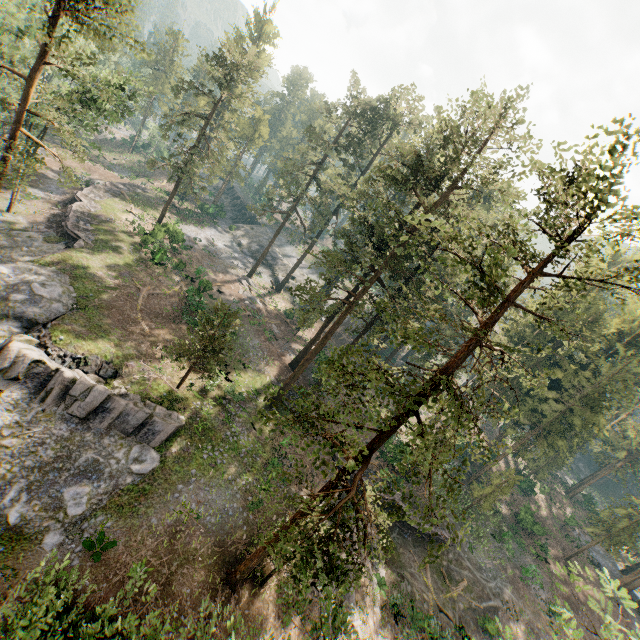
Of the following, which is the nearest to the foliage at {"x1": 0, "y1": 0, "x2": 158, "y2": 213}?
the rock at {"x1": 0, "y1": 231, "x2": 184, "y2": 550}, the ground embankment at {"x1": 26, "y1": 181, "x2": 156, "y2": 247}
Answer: the rock at {"x1": 0, "y1": 231, "x2": 184, "y2": 550}

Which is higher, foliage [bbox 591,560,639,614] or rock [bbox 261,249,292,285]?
foliage [bbox 591,560,639,614]

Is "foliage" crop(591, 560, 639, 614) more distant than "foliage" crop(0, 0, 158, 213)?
No

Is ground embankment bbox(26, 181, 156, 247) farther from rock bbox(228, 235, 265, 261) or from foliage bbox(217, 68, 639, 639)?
rock bbox(228, 235, 265, 261)

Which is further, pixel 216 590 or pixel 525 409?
pixel 525 409

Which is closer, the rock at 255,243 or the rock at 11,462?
the rock at 11,462

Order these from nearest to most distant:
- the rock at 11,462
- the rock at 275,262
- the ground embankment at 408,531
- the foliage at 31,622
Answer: the foliage at 31,622
the rock at 11,462
the ground embankment at 408,531
the rock at 275,262

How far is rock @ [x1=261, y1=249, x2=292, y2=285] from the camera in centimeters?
5553cm
